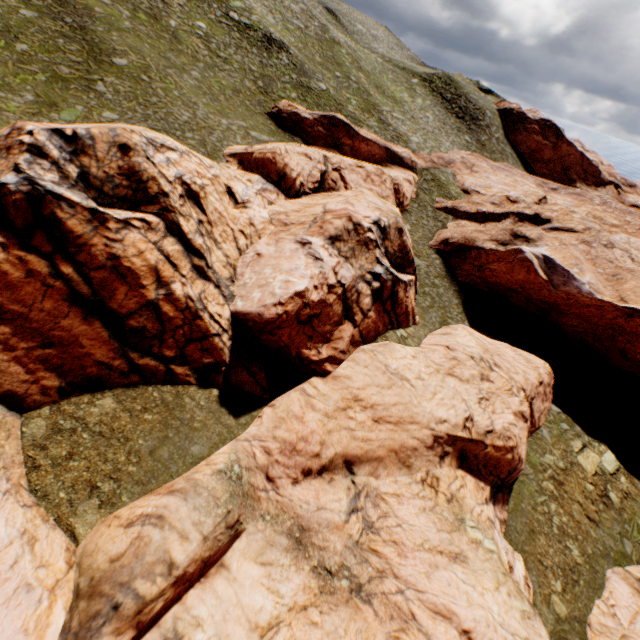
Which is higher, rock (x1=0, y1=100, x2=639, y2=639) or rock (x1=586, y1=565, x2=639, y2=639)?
rock (x1=0, y1=100, x2=639, y2=639)

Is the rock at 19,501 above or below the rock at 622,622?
above

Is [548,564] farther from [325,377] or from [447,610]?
[325,377]

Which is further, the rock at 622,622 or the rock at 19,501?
the rock at 622,622

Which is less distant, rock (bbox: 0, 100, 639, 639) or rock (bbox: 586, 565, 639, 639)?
rock (bbox: 0, 100, 639, 639)
